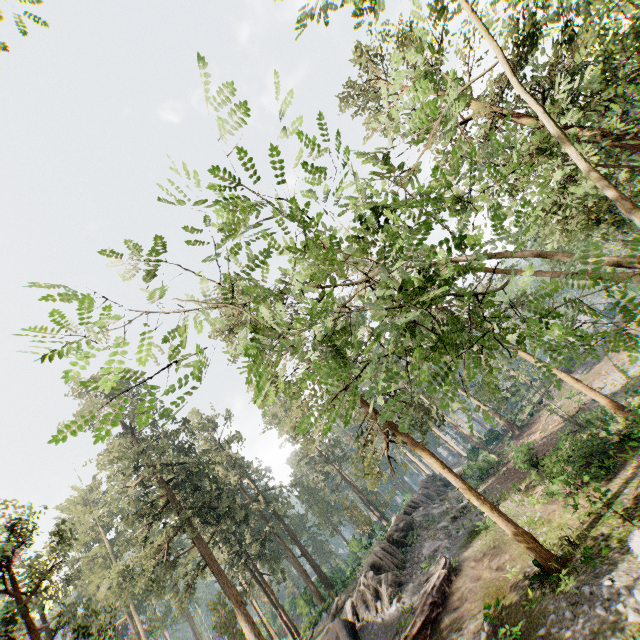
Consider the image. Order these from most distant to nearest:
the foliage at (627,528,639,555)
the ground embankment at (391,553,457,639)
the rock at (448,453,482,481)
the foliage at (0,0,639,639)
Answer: the rock at (448,453,482,481) → the ground embankment at (391,553,457,639) → the foliage at (627,528,639,555) → the foliage at (0,0,639,639)

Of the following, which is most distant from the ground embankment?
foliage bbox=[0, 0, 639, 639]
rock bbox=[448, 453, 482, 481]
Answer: foliage bbox=[0, 0, 639, 639]

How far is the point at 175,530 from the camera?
24.3 meters

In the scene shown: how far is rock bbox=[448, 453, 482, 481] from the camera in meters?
34.2 m

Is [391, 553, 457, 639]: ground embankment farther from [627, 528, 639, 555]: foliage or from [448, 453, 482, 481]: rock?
[627, 528, 639, 555]: foliage

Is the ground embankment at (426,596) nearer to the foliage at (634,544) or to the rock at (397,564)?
the rock at (397,564)

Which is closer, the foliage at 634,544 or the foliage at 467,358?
the foliage at 467,358
